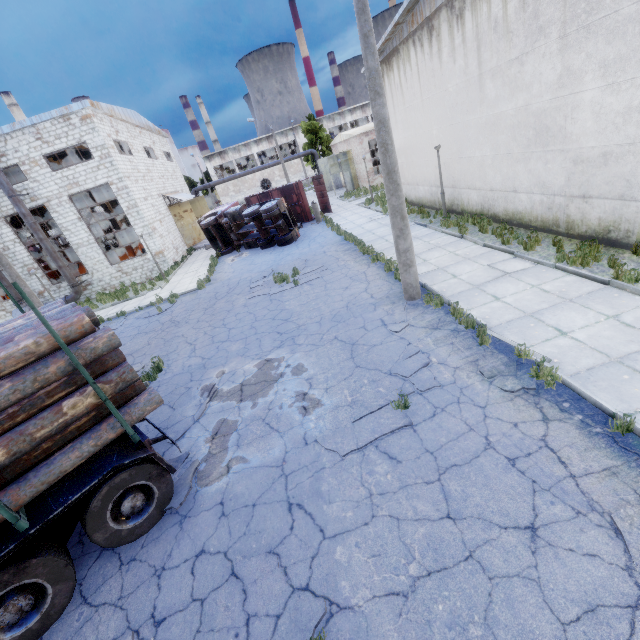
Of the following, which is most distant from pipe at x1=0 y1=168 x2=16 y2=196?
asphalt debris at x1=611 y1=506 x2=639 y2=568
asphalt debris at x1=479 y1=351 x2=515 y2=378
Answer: asphalt debris at x1=611 y1=506 x2=639 y2=568

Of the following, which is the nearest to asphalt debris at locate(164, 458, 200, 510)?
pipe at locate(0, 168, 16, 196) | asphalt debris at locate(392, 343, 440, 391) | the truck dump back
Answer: asphalt debris at locate(392, 343, 440, 391)

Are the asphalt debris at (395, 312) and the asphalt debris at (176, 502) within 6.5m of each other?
yes

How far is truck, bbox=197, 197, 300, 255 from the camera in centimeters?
2033cm

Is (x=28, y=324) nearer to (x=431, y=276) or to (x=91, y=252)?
(x=431, y=276)

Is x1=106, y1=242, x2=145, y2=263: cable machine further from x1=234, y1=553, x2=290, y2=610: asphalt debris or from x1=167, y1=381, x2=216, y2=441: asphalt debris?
x1=234, y1=553, x2=290, y2=610: asphalt debris

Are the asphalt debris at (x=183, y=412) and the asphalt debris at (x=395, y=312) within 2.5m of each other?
no

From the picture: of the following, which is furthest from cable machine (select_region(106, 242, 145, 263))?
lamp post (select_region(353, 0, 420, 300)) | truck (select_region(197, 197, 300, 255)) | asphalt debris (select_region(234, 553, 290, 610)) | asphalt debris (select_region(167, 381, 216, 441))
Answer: asphalt debris (select_region(234, 553, 290, 610))
